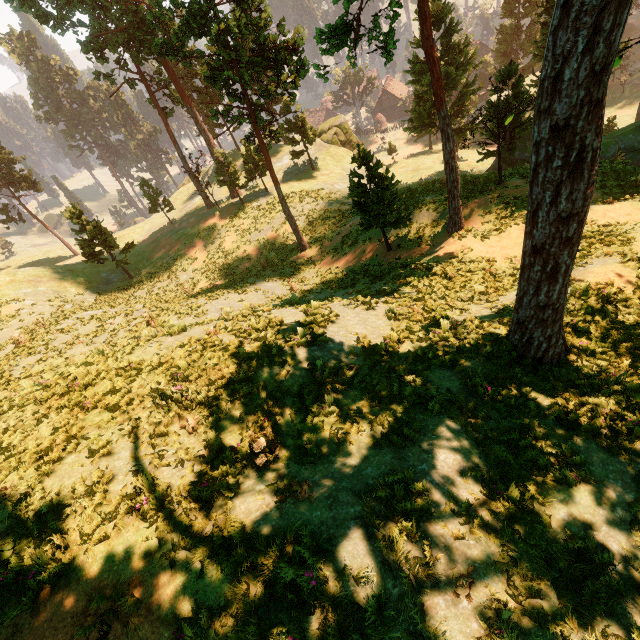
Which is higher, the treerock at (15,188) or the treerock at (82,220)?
the treerock at (15,188)

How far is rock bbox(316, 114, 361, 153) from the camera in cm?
4750

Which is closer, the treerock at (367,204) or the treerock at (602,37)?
the treerock at (602,37)

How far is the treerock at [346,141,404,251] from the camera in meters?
16.2

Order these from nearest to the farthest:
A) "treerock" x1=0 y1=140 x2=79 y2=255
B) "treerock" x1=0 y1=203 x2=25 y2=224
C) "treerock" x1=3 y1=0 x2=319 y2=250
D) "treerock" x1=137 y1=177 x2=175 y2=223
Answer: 1. "treerock" x1=3 y1=0 x2=319 y2=250
2. "treerock" x1=137 y1=177 x2=175 y2=223
3. "treerock" x1=0 y1=140 x2=79 y2=255
4. "treerock" x1=0 y1=203 x2=25 y2=224

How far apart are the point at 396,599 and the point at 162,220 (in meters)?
63.18
